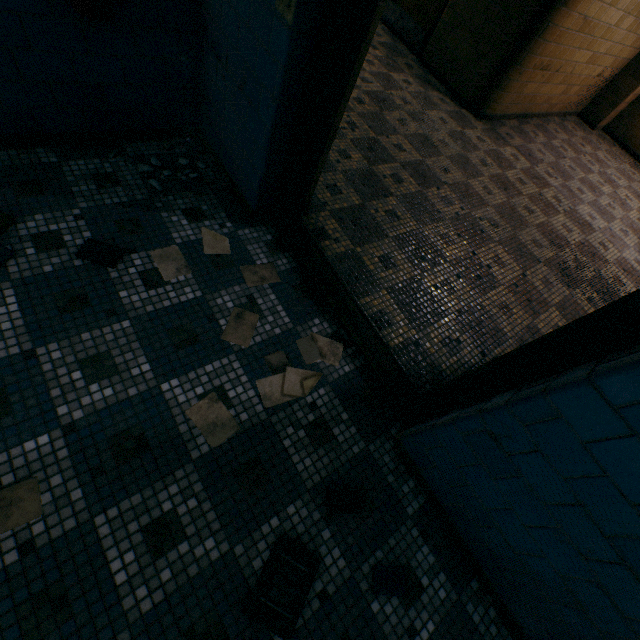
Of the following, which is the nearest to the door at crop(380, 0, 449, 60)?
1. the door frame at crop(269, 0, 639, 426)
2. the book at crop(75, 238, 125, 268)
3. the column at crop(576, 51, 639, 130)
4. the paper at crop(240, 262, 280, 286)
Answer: the column at crop(576, 51, 639, 130)

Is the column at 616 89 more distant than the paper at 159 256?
Yes

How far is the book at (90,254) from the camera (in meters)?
1.74

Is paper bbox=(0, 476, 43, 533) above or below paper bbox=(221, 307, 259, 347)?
below

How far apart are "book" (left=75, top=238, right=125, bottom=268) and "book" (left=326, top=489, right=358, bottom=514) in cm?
165

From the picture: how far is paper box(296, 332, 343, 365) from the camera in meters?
1.9

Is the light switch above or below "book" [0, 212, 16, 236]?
above

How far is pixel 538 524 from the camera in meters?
1.2
